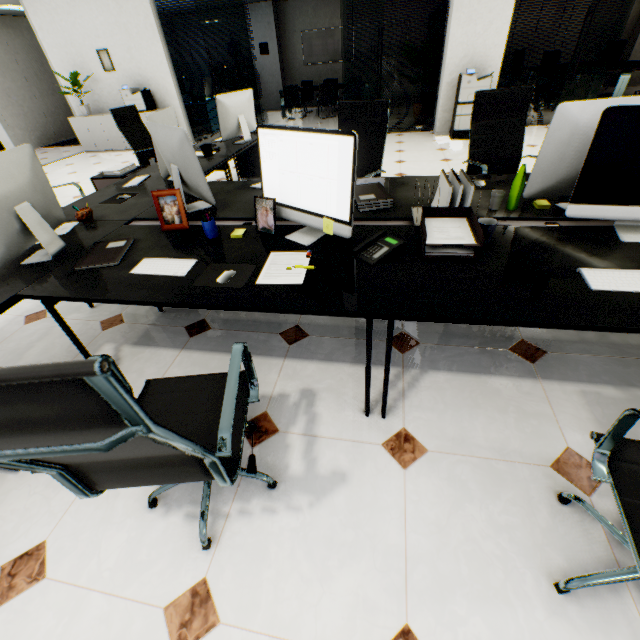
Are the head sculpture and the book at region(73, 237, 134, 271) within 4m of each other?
yes

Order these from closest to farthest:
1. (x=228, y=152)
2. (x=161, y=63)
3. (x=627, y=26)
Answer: (x=228, y=152) → (x=161, y=63) → (x=627, y=26)

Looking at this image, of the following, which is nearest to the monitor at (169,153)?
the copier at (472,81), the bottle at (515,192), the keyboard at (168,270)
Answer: the keyboard at (168,270)

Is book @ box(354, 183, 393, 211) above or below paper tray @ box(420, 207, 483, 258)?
below

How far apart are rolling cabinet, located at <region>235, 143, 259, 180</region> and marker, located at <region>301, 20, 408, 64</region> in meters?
8.8

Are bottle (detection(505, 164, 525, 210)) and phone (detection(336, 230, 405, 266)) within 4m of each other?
→ yes

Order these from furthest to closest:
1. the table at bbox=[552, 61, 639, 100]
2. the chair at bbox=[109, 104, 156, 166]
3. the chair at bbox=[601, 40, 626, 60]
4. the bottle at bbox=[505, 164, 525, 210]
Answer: the chair at bbox=[601, 40, 626, 60] → the table at bbox=[552, 61, 639, 100] → the chair at bbox=[109, 104, 156, 166] → the bottle at bbox=[505, 164, 525, 210]

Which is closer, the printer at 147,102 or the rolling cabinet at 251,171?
the rolling cabinet at 251,171
